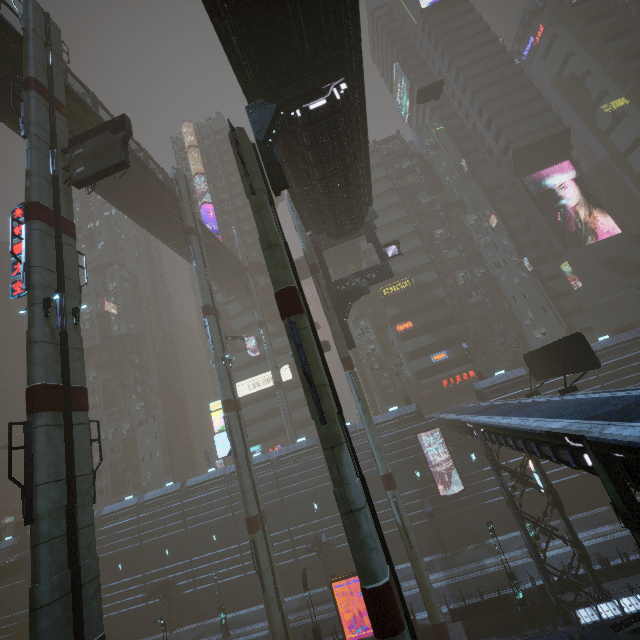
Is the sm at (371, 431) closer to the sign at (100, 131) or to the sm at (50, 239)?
the sm at (50, 239)

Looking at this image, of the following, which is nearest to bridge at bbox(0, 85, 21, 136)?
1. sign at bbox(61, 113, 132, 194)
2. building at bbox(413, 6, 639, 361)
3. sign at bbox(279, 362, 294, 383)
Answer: building at bbox(413, 6, 639, 361)

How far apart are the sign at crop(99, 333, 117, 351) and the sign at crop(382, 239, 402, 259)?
52.0m

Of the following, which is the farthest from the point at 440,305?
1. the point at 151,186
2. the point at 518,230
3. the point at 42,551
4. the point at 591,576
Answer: the point at 42,551

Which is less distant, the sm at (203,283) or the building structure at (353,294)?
the sm at (203,283)

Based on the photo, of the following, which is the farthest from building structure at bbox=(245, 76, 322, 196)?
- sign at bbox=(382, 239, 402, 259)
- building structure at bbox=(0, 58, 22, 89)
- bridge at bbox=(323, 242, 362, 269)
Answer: bridge at bbox=(323, 242, 362, 269)

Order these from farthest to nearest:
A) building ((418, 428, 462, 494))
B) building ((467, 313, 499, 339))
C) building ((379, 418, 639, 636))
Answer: building ((467, 313, 499, 339)) < building ((418, 428, 462, 494)) < building ((379, 418, 639, 636))

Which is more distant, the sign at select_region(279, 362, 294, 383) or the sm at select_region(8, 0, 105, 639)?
the sign at select_region(279, 362, 294, 383)
